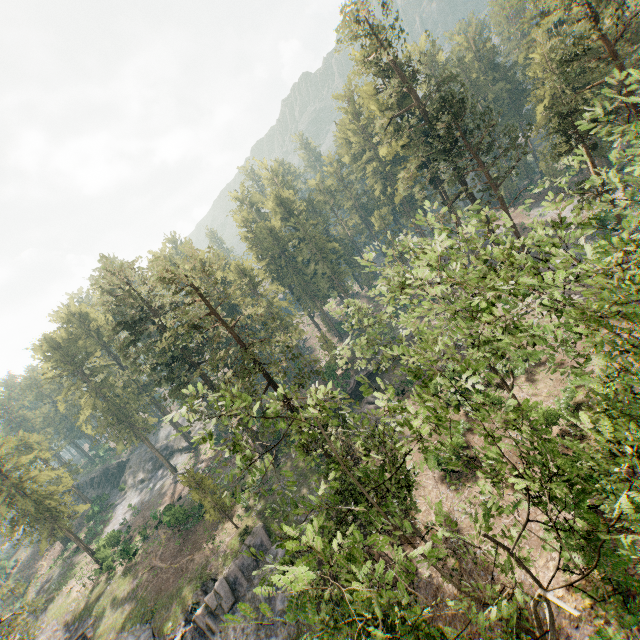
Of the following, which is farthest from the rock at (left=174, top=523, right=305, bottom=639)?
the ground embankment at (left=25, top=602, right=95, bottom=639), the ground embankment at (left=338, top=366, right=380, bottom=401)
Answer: the ground embankment at (left=338, top=366, right=380, bottom=401)

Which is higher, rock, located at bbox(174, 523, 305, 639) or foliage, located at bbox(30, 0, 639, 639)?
foliage, located at bbox(30, 0, 639, 639)

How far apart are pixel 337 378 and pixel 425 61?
60.7m

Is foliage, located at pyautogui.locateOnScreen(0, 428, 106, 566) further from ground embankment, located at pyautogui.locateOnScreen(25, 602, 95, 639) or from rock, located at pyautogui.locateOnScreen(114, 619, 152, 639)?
ground embankment, located at pyautogui.locateOnScreen(25, 602, 95, 639)

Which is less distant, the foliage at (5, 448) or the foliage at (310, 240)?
the foliage at (5, 448)

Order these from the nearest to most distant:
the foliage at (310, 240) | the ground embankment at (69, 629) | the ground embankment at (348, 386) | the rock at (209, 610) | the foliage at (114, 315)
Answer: the foliage at (114, 315) → the rock at (209, 610) → the ground embankment at (69, 629) → the ground embankment at (348, 386) → the foliage at (310, 240)

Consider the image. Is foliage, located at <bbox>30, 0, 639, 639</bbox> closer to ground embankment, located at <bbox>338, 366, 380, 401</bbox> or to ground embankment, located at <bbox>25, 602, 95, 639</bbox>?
ground embankment, located at <bbox>338, 366, 380, 401</bbox>
